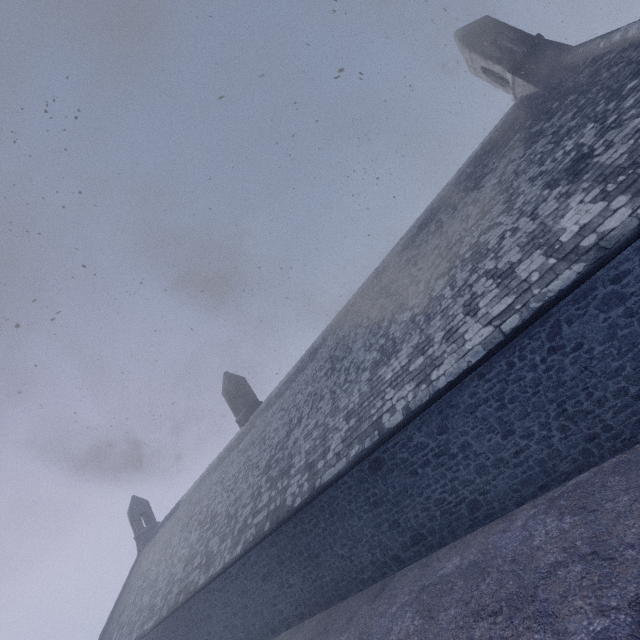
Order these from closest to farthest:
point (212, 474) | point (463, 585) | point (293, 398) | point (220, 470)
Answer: point (463, 585) → point (293, 398) → point (220, 470) → point (212, 474)
